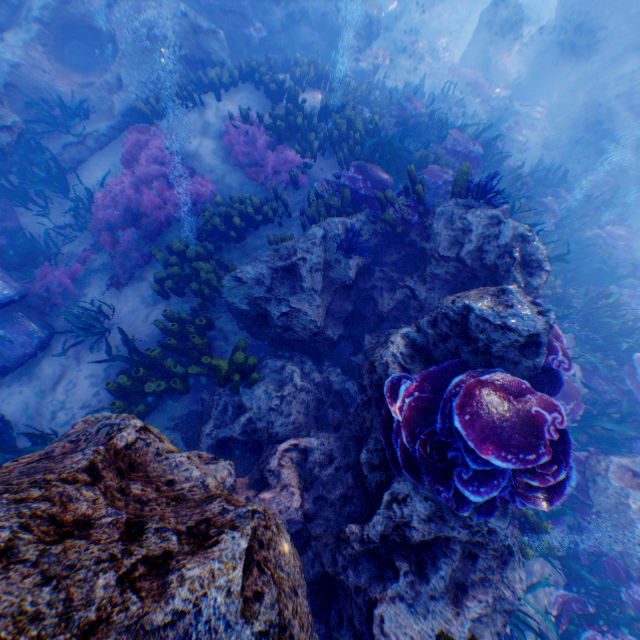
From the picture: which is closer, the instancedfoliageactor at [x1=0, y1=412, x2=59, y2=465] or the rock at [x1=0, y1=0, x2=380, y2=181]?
the instancedfoliageactor at [x1=0, y1=412, x2=59, y2=465]

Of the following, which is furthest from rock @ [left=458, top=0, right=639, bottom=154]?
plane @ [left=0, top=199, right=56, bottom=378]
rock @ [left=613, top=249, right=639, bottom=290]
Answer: rock @ [left=613, top=249, right=639, bottom=290]

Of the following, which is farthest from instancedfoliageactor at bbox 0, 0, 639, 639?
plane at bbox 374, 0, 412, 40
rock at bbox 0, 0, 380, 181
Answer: plane at bbox 374, 0, 412, 40

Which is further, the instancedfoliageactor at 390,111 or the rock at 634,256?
the rock at 634,256

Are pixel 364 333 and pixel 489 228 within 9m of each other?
yes

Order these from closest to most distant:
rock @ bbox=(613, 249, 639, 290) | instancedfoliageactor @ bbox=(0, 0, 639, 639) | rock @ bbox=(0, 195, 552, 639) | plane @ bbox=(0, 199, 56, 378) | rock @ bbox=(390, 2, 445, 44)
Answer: rock @ bbox=(0, 195, 552, 639)
instancedfoliageactor @ bbox=(0, 0, 639, 639)
plane @ bbox=(0, 199, 56, 378)
rock @ bbox=(613, 249, 639, 290)
rock @ bbox=(390, 2, 445, 44)

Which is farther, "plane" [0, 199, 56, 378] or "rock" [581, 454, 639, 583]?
"plane" [0, 199, 56, 378]

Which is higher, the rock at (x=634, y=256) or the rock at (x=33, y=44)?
the rock at (x=33, y=44)
